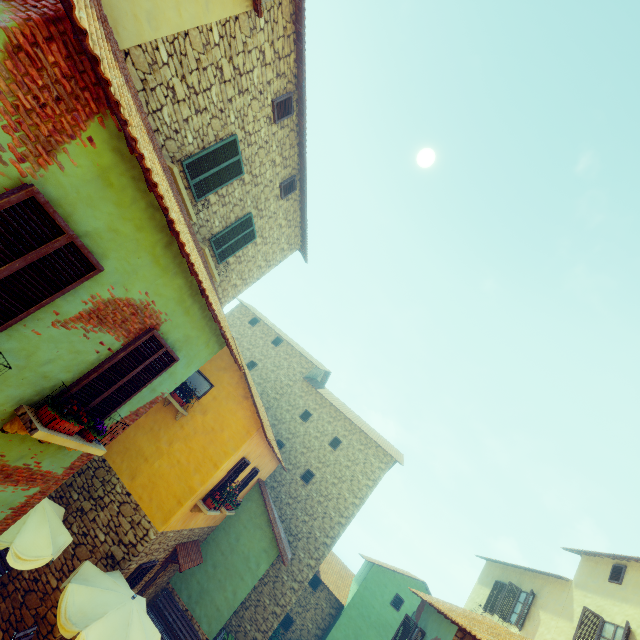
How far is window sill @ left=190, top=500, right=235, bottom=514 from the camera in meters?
9.4

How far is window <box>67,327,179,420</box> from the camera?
4.6m

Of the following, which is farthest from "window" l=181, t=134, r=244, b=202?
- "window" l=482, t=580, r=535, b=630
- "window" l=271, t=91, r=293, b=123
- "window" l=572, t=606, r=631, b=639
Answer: "window" l=482, t=580, r=535, b=630

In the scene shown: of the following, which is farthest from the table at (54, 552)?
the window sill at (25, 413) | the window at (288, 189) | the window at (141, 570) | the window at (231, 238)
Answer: the window at (288, 189)

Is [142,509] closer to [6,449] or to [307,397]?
[6,449]

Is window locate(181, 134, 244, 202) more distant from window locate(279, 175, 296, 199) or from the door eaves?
the door eaves

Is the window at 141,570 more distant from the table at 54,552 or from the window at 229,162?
the window at 229,162

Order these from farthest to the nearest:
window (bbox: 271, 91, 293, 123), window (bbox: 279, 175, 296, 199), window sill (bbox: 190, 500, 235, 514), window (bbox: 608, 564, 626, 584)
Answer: window (bbox: 608, 564, 626, 584) < window (bbox: 279, 175, 296, 199) < window sill (bbox: 190, 500, 235, 514) < window (bbox: 271, 91, 293, 123)
